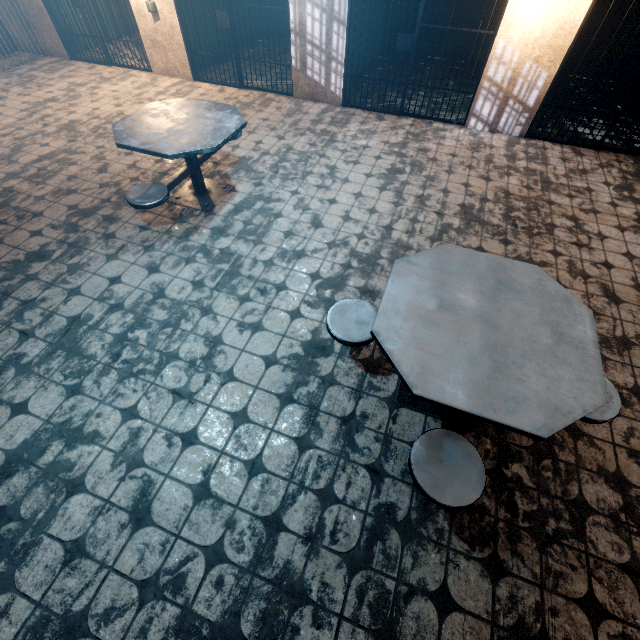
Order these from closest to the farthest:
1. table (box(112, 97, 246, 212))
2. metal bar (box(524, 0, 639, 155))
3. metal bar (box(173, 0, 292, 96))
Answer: table (box(112, 97, 246, 212)) → metal bar (box(524, 0, 639, 155)) → metal bar (box(173, 0, 292, 96))

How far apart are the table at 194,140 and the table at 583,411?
2.11m

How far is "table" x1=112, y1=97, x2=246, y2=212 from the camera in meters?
3.0 m

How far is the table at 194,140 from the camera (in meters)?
3.00

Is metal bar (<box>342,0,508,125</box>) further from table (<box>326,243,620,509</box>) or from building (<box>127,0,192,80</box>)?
table (<box>326,243,620,509</box>)

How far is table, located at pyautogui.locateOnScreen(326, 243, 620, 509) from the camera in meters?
1.6

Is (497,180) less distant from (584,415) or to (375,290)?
(375,290)

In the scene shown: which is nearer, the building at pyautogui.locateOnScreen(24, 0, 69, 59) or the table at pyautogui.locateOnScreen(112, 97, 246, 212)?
the table at pyautogui.locateOnScreen(112, 97, 246, 212)
